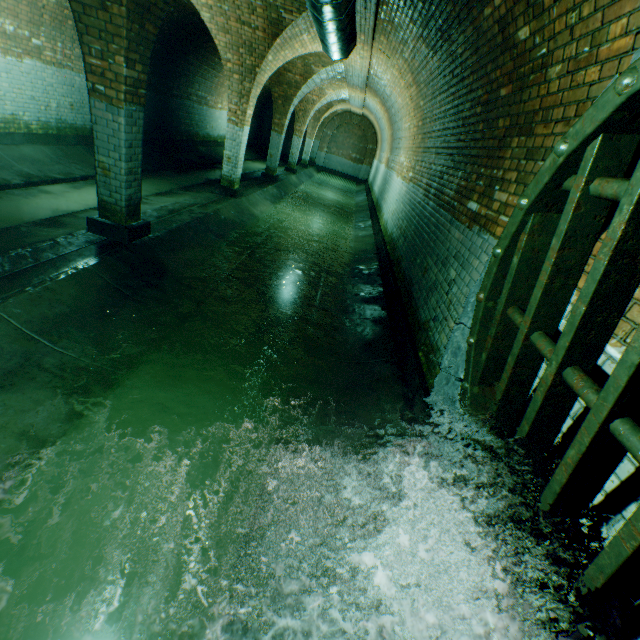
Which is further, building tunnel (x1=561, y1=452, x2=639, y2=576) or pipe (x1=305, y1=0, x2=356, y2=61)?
pipe (x1=305, y1=0, x2=356, y2=61)

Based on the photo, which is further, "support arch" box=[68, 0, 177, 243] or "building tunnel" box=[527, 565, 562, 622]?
"support arch" box=[68, 0, 177, 243]

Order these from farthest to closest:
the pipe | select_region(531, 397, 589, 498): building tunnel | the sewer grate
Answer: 1. the pipe
2. select_region(531, 397, 589, 498): building tunnel
3. the sewer grate

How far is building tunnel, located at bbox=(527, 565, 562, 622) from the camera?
1.5 meters

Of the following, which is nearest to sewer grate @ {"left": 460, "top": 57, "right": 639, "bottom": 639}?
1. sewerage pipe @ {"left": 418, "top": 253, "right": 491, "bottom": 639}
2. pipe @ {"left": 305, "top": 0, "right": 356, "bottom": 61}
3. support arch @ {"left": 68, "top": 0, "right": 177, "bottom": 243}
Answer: sewerage pipe @ {"left": 418, "top": 253, "right": 491, "bottom": 639}

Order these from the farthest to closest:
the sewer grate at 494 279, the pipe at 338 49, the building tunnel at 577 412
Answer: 1. the pipe at 338 49
2. the building tunnel at 577 412
3. the sewer grate at 494 279

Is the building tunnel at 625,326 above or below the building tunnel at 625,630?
above

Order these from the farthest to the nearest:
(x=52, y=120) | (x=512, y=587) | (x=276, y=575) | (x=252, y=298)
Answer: (x=52, y=120) < (x=252, y=298) < (x=276, y=575) < (x=512, y=587)
